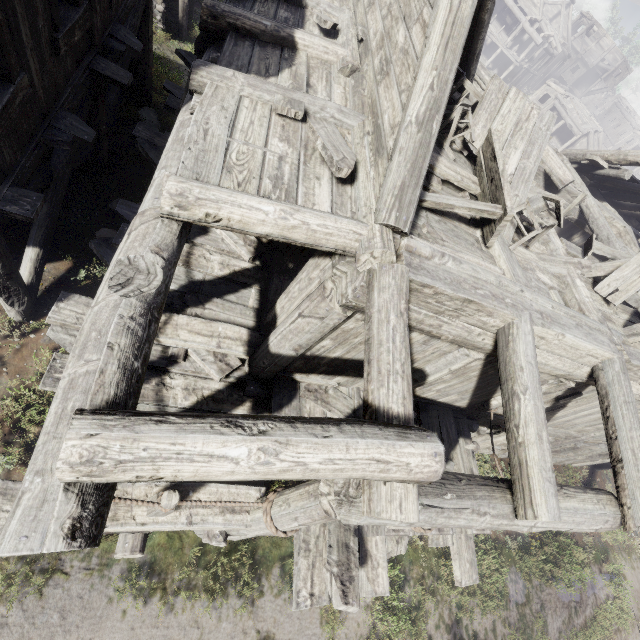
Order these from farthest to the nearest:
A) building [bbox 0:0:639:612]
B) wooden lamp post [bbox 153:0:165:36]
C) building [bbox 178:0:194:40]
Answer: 1. building [bbox 178:0:194:40]
2. wooden lamp post [bbox 153:0:165:36]
3. building [bbox 0:0:639:612]

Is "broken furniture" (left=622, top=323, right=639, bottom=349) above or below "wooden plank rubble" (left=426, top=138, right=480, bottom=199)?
above

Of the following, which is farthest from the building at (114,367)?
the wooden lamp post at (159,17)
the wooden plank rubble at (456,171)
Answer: the wooden lamp post at (159,17)

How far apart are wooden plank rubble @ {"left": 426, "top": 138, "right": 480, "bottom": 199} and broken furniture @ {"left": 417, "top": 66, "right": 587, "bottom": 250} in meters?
0.0 m

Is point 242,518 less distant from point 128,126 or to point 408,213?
point 408,213

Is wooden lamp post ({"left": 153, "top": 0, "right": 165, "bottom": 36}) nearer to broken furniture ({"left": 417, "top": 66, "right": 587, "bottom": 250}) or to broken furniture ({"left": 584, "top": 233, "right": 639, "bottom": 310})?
broken furniture ({"left": 417, "top": 66, "right": 587, "bottom": 250})

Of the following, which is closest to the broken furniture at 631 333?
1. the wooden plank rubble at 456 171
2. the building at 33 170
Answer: the building at 33 170

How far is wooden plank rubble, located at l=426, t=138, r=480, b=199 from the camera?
5.0m
